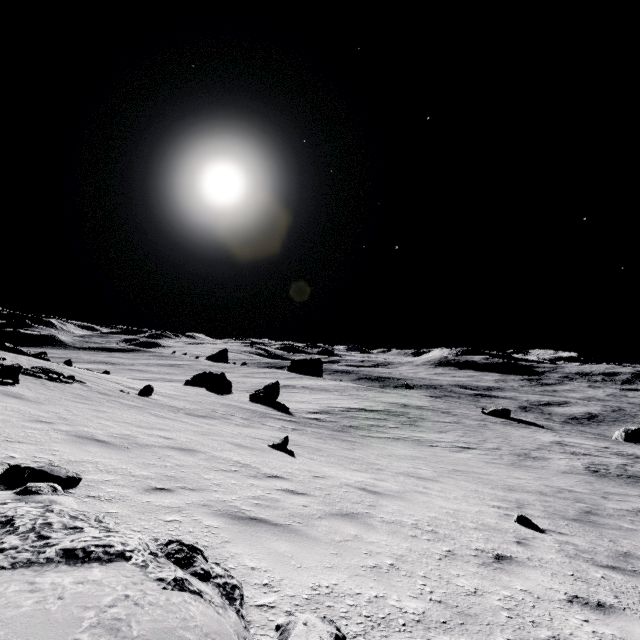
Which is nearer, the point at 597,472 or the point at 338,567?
the point at 338,567

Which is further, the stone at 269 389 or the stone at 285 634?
the stone at 269 389

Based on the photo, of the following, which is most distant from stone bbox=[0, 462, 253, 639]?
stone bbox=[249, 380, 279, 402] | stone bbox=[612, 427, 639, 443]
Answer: stone bbox=[612, 427, 639, 443]

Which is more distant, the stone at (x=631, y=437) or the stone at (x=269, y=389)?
the stone at (x=631, y=437)

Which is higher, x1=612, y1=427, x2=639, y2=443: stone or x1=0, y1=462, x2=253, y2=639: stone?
x1=0, y1=462, x2=253, y2=639: stone

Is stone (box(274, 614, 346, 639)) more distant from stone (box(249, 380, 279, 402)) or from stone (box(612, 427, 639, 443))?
stone (box(612, 427, 639, 443))

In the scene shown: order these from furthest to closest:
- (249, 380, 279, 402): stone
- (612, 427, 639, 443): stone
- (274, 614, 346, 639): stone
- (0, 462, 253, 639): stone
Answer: (612, 427, 639, 443): stone, (249, 380, 279, 402): stone, (274, 614, 346, 639): stone, (0, 462, 253, 639): stone
